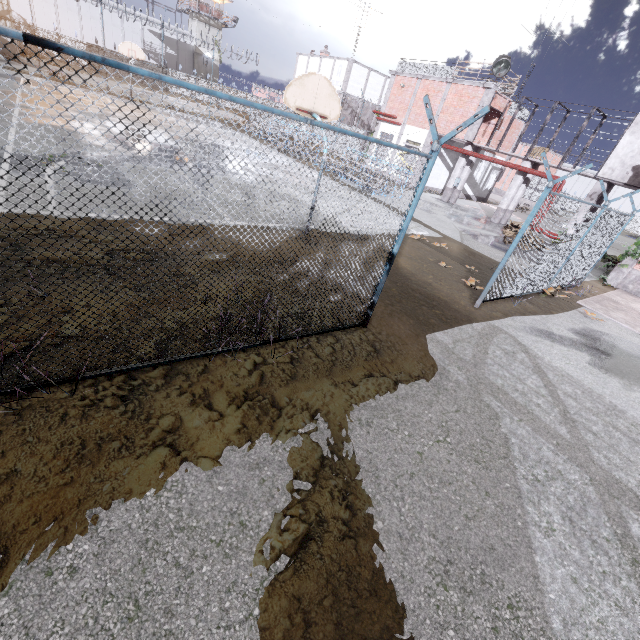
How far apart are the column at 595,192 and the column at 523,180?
3.8 meters

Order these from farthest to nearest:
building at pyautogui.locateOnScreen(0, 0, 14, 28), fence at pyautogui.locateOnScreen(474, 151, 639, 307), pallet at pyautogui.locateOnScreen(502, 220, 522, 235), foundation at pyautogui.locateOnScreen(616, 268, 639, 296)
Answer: building at pyautogui.locateOnScreen(0, 0, 14, 28) → pallet at pyautogui.locateOnScreen(502, 220, 522, 235) → foundation at pyautogui.locateOnScreen(616, 268, 639, 296) → fence at pyautogui.locateOnScreen(474, 151, 639, 307)

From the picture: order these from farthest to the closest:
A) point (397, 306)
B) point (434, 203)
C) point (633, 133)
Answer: point (434, 203)
point (633, 133)
point (397, 306)

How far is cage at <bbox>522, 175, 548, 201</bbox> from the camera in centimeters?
4373cm

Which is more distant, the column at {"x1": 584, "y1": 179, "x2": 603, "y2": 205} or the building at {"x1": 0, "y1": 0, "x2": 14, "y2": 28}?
the building at {"x1": 0, "y1": 0, "x2": 14, "y2": 28}

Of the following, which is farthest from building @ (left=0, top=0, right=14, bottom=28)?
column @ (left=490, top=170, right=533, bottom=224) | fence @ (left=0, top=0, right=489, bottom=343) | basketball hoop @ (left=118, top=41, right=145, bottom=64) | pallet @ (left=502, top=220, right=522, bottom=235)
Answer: pallet @ (left=502, top=220, right=522, bottom=235)

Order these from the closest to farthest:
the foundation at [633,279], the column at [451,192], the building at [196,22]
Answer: the foundation at [633,279] → the column at [451,192] → the building at [196,22]

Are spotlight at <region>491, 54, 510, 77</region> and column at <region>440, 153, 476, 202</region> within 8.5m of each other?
yes
